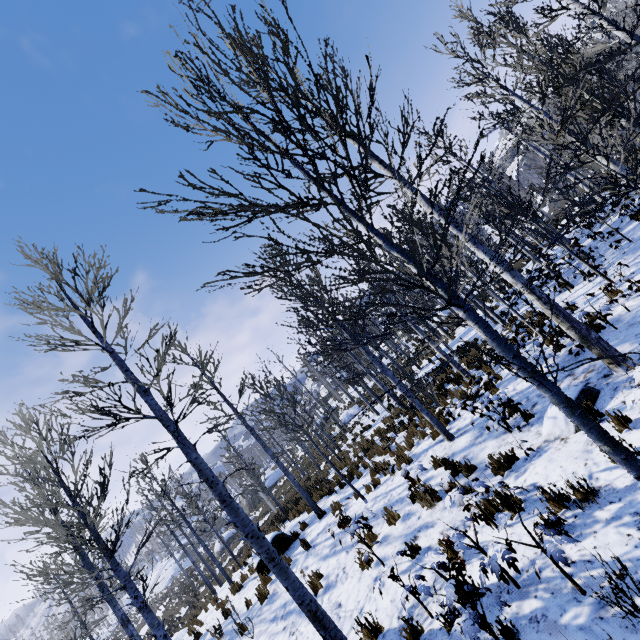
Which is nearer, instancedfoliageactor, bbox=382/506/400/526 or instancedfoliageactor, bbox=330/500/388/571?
instancedfoliageactor, bbox=330/500/388/571

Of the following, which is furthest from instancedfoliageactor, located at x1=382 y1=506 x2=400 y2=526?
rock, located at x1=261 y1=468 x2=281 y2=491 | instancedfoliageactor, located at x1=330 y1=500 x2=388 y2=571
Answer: rock, located at x1=261 y1=468 x2=281 y2=491

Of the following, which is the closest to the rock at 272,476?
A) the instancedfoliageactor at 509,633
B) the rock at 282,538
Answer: the rock at 282,538

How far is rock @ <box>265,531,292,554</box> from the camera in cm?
1124

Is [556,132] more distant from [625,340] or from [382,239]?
[382,239]

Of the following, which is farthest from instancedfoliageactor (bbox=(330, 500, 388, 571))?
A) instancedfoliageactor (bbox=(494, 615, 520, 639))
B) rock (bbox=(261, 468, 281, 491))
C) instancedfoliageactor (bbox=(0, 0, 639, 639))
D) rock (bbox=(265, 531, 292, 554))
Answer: rock (bbox=(261, 468, 281, 491))

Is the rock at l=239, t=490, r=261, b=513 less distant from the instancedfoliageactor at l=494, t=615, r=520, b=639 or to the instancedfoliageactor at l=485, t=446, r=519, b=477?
the instancedfoliageactor at l=485, t=446, r=519, b=477

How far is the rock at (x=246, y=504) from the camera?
41.3m
